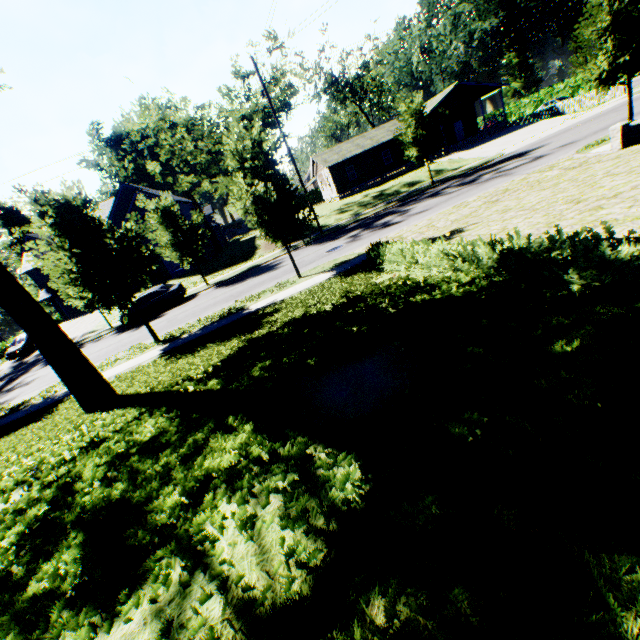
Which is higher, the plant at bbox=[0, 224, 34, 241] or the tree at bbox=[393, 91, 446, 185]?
the plant at bbox=[0, 224, 34, 241]

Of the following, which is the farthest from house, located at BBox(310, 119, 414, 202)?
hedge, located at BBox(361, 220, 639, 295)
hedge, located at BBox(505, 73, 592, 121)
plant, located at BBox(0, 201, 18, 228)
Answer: hedge, located at BBox(361, 220, 639, 295)

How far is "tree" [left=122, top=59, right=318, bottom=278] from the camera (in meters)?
12.07

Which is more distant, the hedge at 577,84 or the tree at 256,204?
the hedge at 577,84

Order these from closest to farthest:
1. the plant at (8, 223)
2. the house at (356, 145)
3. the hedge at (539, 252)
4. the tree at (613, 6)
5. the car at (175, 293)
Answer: the hedge at (539, 252) → the tree at (613, 6) → the car at (175, 293) → the house at (356, 145) → the plant at (8, 223)

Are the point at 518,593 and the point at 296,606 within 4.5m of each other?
yes

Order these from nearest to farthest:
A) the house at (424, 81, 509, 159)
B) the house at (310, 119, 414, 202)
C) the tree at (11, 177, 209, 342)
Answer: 1. the tree at (11, 177, 209, 342)
2. the house at (424, 81, 509, 159)
3. the house at (310, 119, 414, 202)

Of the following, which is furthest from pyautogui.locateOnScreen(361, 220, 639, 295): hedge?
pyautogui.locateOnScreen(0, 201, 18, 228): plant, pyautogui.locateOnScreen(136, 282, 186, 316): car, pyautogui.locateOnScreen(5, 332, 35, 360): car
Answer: pyautogui.locateOnScreen(0, 201, 18, 228): plant
